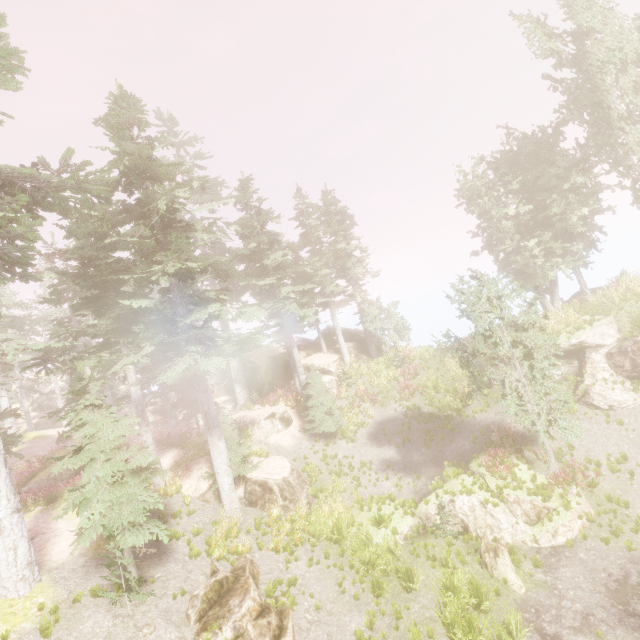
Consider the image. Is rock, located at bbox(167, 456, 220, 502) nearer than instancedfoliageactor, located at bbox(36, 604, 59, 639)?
No

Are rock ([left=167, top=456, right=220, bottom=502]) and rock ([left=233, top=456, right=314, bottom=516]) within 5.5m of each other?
yes

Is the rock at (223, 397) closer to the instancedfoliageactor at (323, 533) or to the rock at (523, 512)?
the instancedfoliageactor at (323, 533)

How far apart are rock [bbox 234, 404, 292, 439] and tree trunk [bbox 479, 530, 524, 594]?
13.2 meters

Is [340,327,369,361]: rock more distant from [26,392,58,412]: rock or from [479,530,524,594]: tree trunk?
[26,392,58,412]: rock

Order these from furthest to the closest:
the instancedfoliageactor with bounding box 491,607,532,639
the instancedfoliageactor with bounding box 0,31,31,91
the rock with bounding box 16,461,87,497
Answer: the rock with bounding box 16,461,87,497 → the instancedfoliageactor with bounding box 0,31,31,91 → the instancedfoliageactor with bounding box 491,607,532,639

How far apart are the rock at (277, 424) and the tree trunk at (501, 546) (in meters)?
13.16

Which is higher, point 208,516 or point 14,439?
point 14,439
